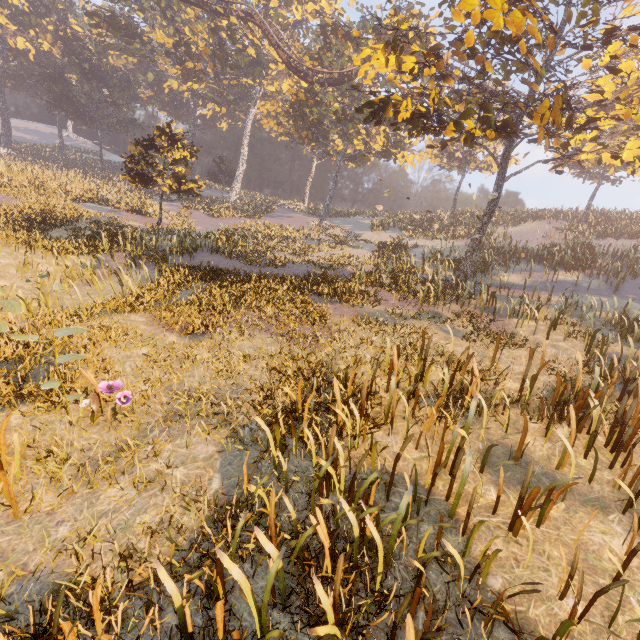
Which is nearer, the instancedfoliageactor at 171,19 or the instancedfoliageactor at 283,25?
the instancedfoliageactor at 171,19

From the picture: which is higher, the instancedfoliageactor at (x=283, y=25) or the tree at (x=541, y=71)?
the instancedfoliageactor at (x=283, y=25)

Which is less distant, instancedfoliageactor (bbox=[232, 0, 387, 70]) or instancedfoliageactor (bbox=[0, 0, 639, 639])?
instancedfoliageactor (bbox=[0, 0, 639, 639])

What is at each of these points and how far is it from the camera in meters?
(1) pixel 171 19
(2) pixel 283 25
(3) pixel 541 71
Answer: (1) instancedfoliageactor, 42.8 m
(2) instancedfoliageactor, 34.5 m
(3) tree, 8.8 m

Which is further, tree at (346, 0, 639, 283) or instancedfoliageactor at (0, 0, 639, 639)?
tree at (346, 0, 639, 283)

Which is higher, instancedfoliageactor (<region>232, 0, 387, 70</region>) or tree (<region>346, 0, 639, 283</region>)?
instancedfoliageactor (<region>232, 0, 387, 70</region>)

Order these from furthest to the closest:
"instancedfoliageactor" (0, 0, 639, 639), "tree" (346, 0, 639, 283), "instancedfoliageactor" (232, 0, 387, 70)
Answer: "instancedfoliageactor" (232, 0, 387, 70) < "tree" (346, 0, 639, 283) < "instancedfoliageactor" (0, 0, 639, 639)
